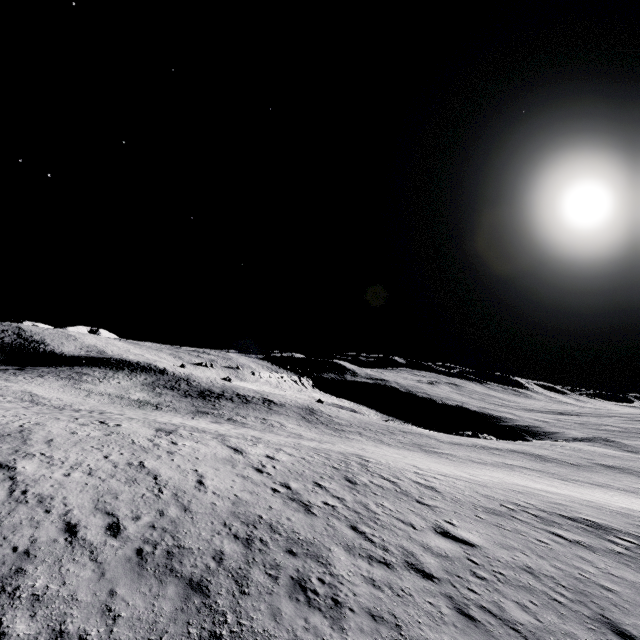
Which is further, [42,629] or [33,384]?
[33,384]
